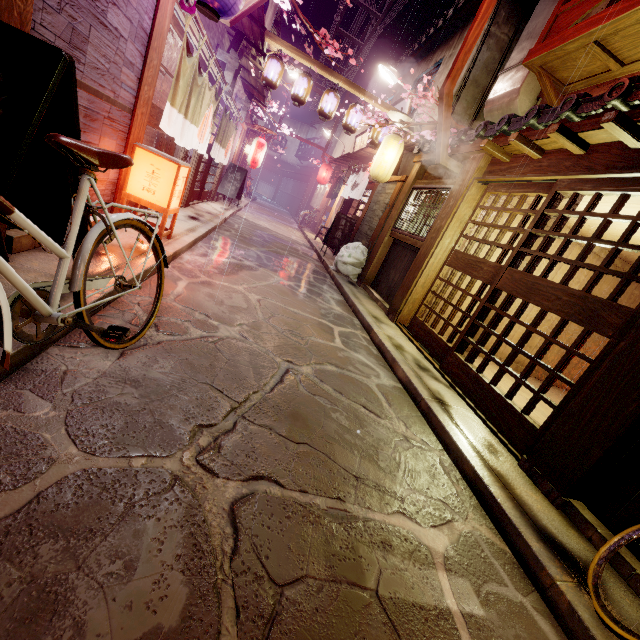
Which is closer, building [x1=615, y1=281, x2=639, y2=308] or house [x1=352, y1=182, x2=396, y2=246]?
building [x1=615, y1=281, x2=639, y2=308]

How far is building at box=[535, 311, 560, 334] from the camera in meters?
12.6 m

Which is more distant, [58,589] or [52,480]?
[52,480]

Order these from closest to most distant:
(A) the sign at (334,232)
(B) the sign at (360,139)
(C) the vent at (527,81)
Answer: (C) the vent at (527,81) → (A) the sign at (334,232) → (B) the sign at (360,139)

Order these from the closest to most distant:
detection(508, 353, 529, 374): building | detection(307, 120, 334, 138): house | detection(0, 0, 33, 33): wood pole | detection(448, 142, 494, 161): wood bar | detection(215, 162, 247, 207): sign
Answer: detection(0, 0, 33, 33): wood pole
detection(448, 142, 494, 161): wood bar
detection(508, 353, 529, 374): building
detection(215, 162, 247, 207): sign
detection(307, 120, 334, 138): house

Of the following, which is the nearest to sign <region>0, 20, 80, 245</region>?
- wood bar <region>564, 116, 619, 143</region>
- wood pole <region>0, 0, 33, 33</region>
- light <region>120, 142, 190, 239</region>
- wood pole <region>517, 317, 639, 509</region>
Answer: wood pole <region>0, 0, 33, 33</region>

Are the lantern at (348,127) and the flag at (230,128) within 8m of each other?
yes

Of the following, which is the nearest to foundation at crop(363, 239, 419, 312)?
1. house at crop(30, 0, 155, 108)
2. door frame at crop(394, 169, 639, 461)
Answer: door frame at crop(394, 169, 639, 461)
